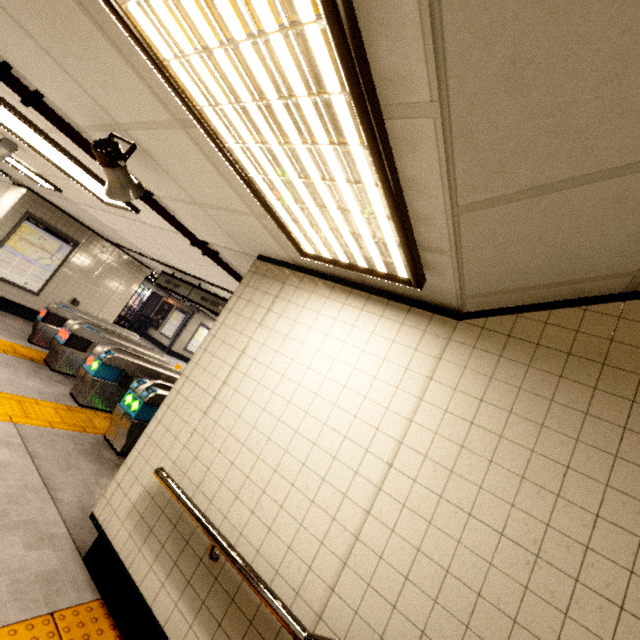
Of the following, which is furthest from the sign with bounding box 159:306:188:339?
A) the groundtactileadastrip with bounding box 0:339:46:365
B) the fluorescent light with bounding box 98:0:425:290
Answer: the fluorescent light with bounding box 98:0:425:290

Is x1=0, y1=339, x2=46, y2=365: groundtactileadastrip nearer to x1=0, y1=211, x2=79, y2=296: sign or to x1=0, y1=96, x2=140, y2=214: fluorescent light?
x1=0, y1=211, x2=79, y2=296: sign

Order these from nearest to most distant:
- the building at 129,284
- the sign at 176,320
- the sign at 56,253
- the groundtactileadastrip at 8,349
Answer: the groundtactileadastrip at 8,349, the sign at 56,253, the building at 129,284, the sign at 176,320

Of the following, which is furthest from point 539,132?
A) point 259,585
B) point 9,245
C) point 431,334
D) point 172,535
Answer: point 9,245

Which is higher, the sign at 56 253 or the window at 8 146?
the window at 8 146

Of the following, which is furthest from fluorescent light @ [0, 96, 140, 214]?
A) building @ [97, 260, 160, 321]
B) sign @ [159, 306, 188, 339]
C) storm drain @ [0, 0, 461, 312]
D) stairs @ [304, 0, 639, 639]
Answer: sign @ [159, 306, 188, 339]

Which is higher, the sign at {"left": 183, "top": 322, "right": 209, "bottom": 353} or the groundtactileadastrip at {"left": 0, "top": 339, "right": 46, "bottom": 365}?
the sign at {"left": 183, "top": 322, "right": 209, "bottom": 353}

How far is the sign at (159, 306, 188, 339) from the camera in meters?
17.9
